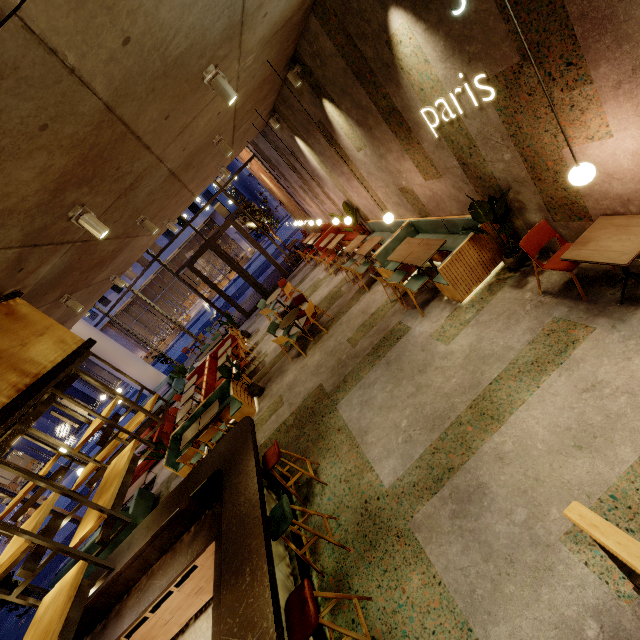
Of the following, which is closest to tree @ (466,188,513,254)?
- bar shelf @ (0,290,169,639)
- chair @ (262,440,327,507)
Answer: chair @ (262,440,327,507)

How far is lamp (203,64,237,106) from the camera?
3.29m

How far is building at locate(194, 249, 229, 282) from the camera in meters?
41.9 m

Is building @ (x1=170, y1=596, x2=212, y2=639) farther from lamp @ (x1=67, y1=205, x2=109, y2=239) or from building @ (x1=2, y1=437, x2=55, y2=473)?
building @ (x1=2, y1=437, x2=55, y2=473)

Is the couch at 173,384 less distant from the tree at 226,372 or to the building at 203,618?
the building at 203,618

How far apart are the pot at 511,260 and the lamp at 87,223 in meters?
5.3

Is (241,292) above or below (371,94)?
below

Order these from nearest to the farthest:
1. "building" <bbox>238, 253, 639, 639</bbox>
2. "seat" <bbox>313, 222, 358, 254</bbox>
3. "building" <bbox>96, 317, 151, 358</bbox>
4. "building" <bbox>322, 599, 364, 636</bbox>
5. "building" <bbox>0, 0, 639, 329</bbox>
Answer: "building" <bbox>0, 0, 639, 329</bbox>, "building" <bbox>238, 253, 639, 639</bbox>, "building" <bbox>322, 599, 364, 636</bbox>, "seat" <bbox>313, 222, 358, 254</bbox>, "building" <bbox>96, 317, 151, 358</bbox>
